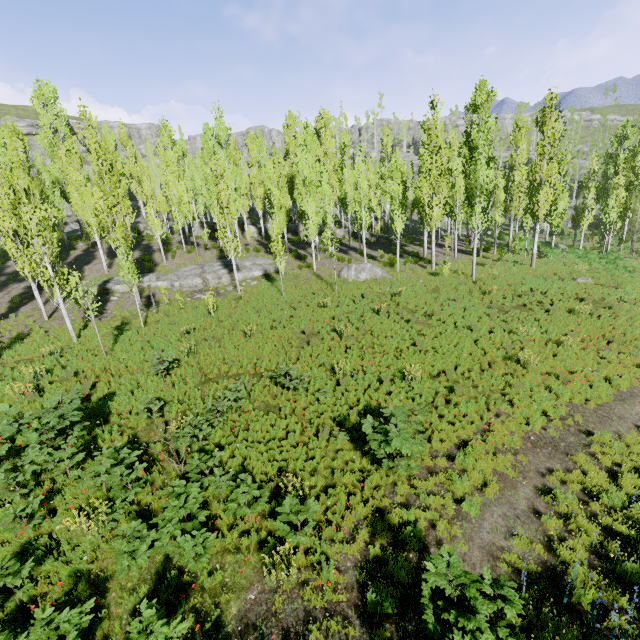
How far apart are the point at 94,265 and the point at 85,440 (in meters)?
24.22

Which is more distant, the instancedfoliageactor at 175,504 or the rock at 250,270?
the rock at 250,270

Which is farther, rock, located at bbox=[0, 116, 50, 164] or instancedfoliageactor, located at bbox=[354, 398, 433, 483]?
rock, located at bbox=[0, 116, 50, 164]

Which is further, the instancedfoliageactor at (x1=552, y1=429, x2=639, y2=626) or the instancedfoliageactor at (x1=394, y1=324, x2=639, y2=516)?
the instancedfoliageactor at (x1=394, y1=324, x2=639, y2=516)

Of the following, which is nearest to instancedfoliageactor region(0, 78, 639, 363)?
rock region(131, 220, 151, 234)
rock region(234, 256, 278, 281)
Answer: rock region(131, 220, 151, 234)

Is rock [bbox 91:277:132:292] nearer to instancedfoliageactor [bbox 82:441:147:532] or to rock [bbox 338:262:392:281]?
instancedfoliageactor [bbox 82:441:147:532]

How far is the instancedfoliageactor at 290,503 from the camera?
6.3 meters
